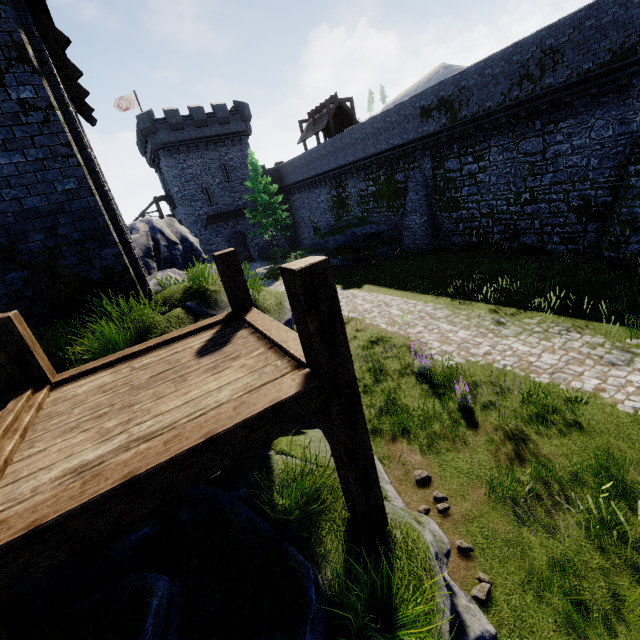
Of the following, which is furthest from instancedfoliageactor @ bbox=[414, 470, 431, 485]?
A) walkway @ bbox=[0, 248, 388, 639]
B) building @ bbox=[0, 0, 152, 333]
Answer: building @ bbox=[0, 0, 152, 333]

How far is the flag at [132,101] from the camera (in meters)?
35.88

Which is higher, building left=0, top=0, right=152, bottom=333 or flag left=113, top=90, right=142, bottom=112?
flag left=113, top=90, right=142, bottom=112

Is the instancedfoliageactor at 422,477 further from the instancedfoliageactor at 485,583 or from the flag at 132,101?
the flag at 132,101

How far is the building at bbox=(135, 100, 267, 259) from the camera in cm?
3319

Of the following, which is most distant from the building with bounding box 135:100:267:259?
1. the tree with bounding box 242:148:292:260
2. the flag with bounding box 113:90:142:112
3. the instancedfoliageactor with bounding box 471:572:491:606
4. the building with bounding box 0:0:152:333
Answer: the instancedfoliageactor with bounding box 471:572:491:606

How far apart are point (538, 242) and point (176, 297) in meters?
19.8

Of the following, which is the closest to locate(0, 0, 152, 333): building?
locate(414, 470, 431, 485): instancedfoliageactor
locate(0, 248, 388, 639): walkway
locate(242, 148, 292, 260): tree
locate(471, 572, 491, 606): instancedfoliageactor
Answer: locate(0, 248, 388, 639): walkway
